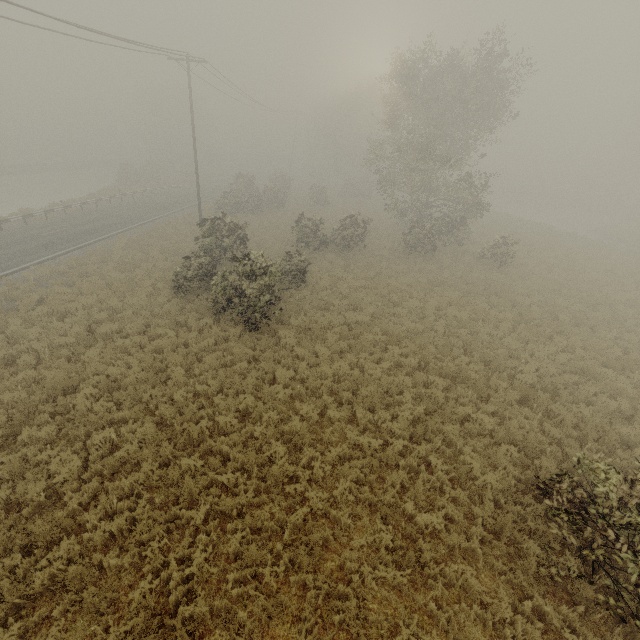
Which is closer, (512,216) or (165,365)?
(165,365)
